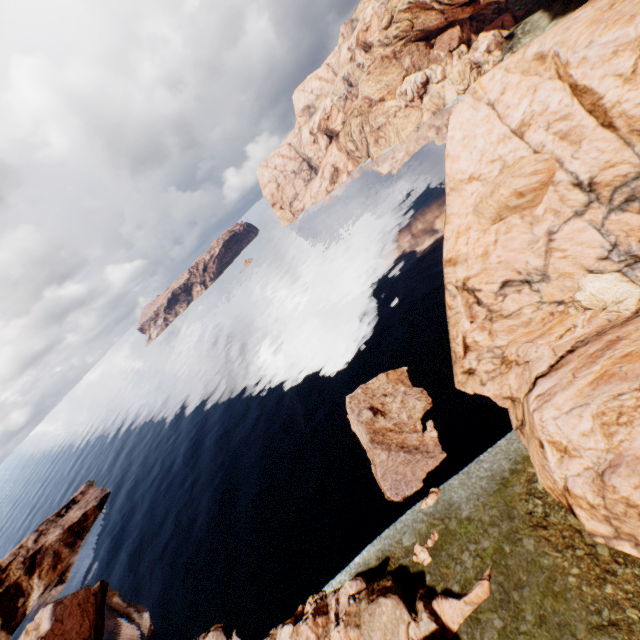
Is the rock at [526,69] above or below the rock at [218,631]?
above

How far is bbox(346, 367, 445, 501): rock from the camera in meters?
A: 27.6 m

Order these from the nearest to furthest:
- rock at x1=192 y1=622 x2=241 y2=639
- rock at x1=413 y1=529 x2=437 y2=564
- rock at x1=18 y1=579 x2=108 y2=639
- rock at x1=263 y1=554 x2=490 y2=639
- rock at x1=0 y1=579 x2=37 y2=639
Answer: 1. rock at x1=263 y1=554 x2=490 y2=639
2. rock at x1=413 y1=529 x2=437 y2=564
3. rock at x1=192 y1=622 x2=241 y2=639
4. rock at x1=18 y1=579 x2=108 y2=639
5. rock at x1=0 y1=579 x2=37 y2=639

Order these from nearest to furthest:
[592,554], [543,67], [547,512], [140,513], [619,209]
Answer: [592,554], [547,512], [619,209], [543,67], [140,513]

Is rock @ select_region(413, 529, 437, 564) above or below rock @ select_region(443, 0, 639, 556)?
below

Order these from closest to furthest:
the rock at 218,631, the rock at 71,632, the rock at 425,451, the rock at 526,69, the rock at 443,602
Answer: the rock at 526,69
the rock at 443,602
the rock at 425,451
the rock at 218,631
the rock at 71,632
